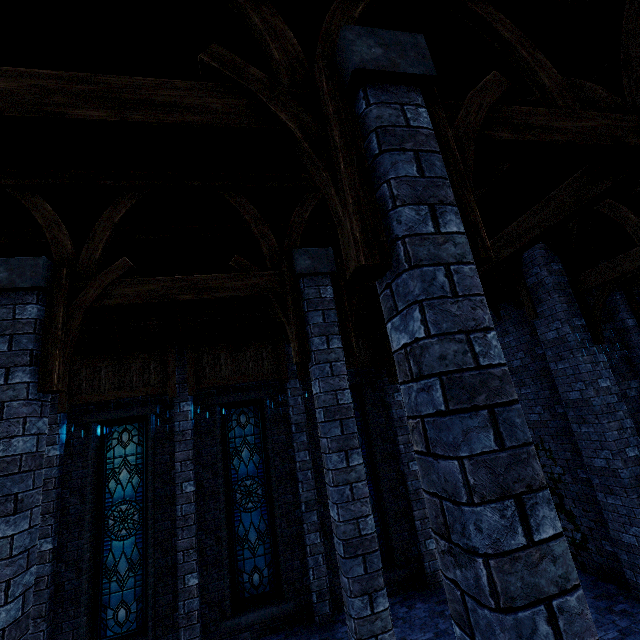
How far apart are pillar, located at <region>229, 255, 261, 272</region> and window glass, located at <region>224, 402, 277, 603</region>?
5.2 meters

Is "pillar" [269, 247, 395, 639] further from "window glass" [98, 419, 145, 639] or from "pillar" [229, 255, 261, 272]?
"window glass" [98, 419, 145, 639]

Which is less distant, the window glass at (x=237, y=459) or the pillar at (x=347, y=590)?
the pillar at (x=347, y=590)

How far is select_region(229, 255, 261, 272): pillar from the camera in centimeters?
508cm

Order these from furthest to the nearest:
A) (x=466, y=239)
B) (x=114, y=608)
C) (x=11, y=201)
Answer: (x=114, y=608), (x=11, y=201), (x=466, y=239)

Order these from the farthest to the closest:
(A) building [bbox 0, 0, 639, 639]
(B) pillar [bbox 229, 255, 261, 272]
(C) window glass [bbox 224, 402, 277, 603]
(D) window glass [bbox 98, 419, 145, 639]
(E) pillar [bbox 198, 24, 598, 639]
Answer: (C) window glass [bbox 224, 402, 277, 603]
(D) window glass [bbox 98, 419, 145, 639]
(B) pillar [bbox 229, 255, 261, 272]
(A) building [bbox 0, 0, 639, 639]
(E) pillar [bbox 198, 24, 598, 639]

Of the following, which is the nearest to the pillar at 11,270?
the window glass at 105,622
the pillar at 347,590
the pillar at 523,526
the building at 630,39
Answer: the building at 630,39

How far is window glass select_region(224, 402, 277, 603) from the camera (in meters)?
8.00
